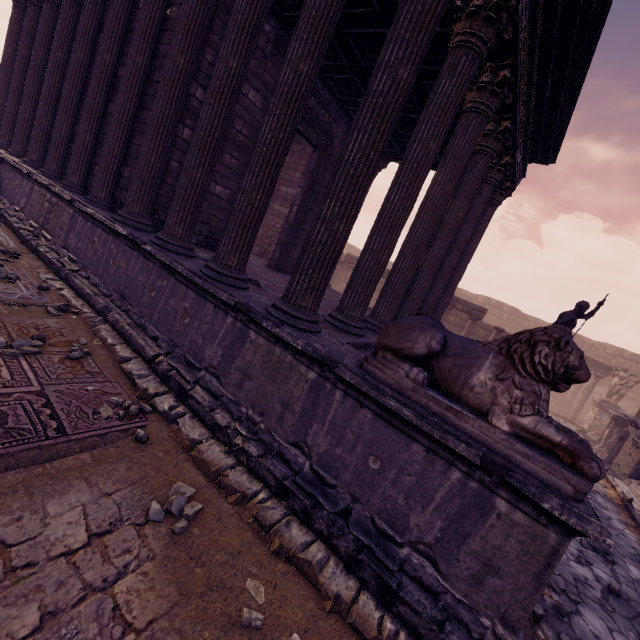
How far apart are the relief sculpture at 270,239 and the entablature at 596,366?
15.5m

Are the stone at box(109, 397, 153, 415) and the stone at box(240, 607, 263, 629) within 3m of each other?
yes

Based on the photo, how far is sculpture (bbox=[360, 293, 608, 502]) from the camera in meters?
2.4

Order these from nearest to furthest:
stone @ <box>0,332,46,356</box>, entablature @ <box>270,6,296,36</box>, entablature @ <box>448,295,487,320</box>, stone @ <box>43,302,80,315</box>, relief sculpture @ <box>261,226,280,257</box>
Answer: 1. stone @ <box>0,332,46,356</box>
2. stone @ <box>43,302,80,315</box>
3. entablature @ <box>270,6,296,36</box>
4. relief sculpture @ <box>261,226,280,257</box>
5. entablature @ <box>448,295,487,320</box>

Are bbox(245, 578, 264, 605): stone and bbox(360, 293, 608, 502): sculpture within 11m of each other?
yes

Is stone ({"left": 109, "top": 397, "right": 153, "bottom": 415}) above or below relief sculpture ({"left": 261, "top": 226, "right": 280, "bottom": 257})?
below

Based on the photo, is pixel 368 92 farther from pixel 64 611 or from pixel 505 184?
pixel 505 184

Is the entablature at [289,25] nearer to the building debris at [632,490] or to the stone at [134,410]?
the stone at [134,410]
